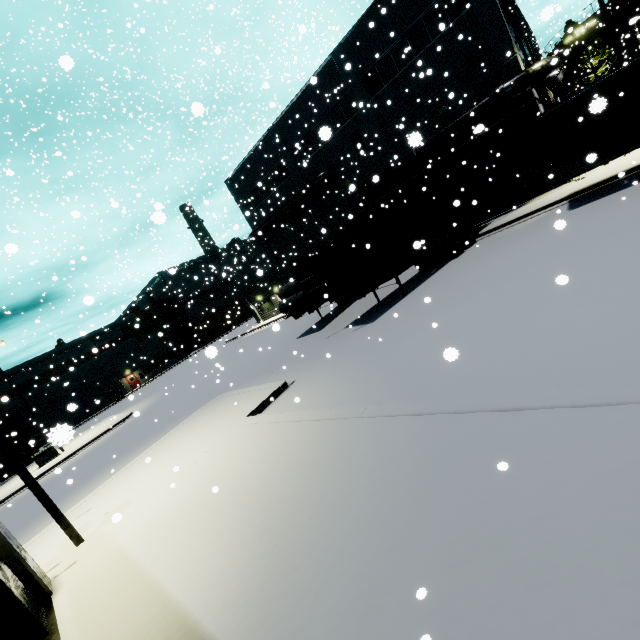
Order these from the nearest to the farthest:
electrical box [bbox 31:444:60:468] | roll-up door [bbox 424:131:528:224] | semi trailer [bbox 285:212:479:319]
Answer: semi trailer [bbox 285:212:479:319]
roll-up door [bbox 424:131:528:224]
electrical box [bbox 31:444:60:468]

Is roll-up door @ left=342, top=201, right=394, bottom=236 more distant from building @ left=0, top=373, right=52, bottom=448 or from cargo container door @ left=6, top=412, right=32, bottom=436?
cargo container door @ left=6, top=412, right=32, bottom=436

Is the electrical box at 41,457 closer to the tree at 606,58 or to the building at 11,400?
the building at 11,400

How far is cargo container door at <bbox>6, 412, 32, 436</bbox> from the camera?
33.5m

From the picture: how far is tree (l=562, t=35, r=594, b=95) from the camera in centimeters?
3241cm

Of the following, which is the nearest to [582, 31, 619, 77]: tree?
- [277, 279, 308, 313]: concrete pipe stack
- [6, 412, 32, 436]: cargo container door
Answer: [277, 279, 308, 313]: concrete pipe stack

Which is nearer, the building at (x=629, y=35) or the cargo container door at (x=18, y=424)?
the building at (x=629, y=35)

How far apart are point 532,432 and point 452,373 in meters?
2.7 m
